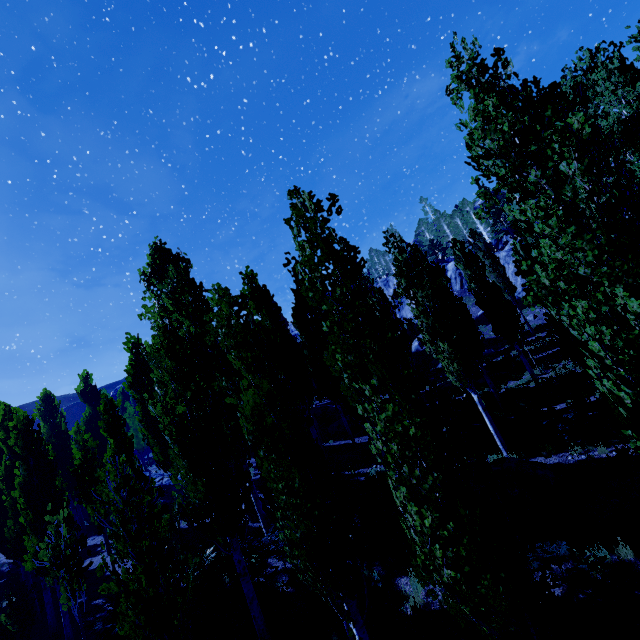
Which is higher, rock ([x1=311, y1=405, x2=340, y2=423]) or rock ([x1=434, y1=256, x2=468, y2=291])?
rock ([x1=434, y1=256, x2=468, y2=291])

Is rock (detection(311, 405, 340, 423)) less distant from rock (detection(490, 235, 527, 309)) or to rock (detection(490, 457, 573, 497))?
rock (detection(490, 235, 527, 309))

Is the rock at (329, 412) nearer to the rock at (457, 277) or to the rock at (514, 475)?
the rock at (457, 277)

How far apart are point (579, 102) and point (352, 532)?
7.54m

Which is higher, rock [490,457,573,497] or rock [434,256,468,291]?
rock [434,256,468,291]

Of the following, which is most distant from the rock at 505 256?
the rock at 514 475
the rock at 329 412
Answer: the rock at 514 475

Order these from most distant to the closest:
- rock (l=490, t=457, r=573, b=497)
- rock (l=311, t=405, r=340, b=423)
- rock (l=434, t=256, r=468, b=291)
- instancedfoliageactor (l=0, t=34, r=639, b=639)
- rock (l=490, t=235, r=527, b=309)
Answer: rock (l=434, t=256, r=468, b=291), rock (l=490, t=235, r=527, b=309), rock (l=311, t=405, r=340, b=423), rock (l=490, t=457, r=573, b=497), instancedfoliageactor (l=0, t=34, r=639, b=639)

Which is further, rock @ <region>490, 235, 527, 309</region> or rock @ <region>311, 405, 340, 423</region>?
rock @ <region>490, 235, 527, 309</region>
